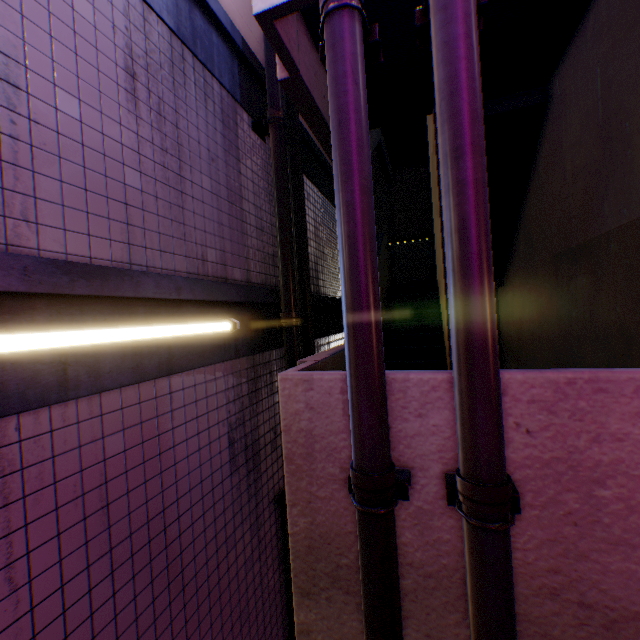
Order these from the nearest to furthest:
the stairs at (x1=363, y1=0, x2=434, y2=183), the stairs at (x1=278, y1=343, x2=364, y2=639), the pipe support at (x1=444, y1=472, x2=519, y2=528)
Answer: the pipe support at (x1=444, y1=472, x2=519, y2=528)
the stairs at (x1=278, y1=343, x2=364, y2=639)
the stairs at (x1=363, y1=0, x2=434, y2=183)

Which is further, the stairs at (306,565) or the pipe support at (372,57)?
the stairs at (306,565)

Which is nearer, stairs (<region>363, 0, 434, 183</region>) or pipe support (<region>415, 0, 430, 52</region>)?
pipe support (<region>415, 0, 430, 52</region>)

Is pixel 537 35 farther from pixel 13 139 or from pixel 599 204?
pixel 13 139

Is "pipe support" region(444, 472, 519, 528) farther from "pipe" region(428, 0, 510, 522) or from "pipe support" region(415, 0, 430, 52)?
"pipe support" region(415, 0, 430, 52)

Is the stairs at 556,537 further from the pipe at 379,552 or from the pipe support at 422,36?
the pipe support at 422,36

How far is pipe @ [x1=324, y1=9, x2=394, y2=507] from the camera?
1.6 meters

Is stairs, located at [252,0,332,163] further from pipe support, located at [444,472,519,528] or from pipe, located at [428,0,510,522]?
pipe support, located at [444,472,519,528]
